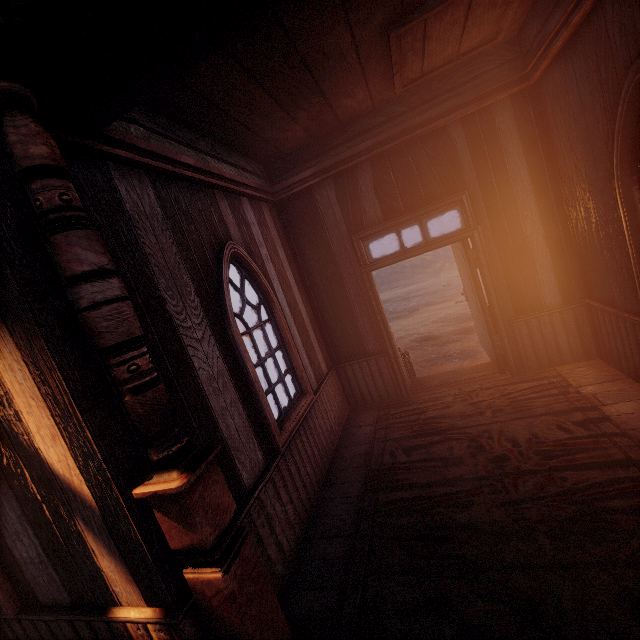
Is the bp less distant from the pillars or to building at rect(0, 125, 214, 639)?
building at rect(0, 125, 214, 639)

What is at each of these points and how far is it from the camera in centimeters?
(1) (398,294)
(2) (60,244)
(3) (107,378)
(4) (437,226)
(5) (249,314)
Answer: (1) z, 2375cm
(2) pillars, 156cm
(3) building, 192cm
(4) z, 3431cm
(5) z, 3147cm

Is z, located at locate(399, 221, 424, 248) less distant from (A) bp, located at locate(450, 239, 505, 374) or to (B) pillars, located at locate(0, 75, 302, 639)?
(A) bp, located at locate(450, 239, 505, 374)

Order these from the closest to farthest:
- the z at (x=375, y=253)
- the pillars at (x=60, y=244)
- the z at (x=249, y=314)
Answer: the pillars at (x=60, y=244) → the z at (x=249, y=314) → the z at (x=375, y=253)

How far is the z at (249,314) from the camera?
30.61m

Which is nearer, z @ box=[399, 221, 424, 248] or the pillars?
the pillars

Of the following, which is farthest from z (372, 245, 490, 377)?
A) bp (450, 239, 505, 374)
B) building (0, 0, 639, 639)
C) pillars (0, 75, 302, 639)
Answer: pillars (0, 75, 302, 639)
